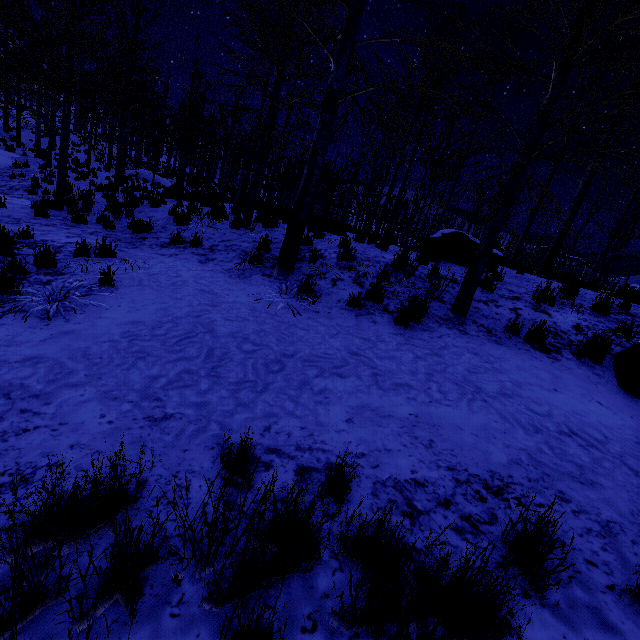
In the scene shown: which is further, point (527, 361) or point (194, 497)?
point (527, 361)

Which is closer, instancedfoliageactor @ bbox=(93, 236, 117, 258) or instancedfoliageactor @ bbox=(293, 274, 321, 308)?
instancedfoliageactor @ bbox=(293, 274, 321, 308)

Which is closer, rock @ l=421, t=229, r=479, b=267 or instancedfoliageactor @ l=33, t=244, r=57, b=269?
instancedfoliageactor @ l=33, t=244, r=57, b=269

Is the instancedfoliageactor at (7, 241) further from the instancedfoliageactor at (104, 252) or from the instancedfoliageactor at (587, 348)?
the instancedfoliageactor at (587, 348)

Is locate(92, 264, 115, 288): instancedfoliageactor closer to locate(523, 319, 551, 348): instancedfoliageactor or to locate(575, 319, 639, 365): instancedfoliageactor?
locate(523, 319, 551, 348): instancedfoliageactor

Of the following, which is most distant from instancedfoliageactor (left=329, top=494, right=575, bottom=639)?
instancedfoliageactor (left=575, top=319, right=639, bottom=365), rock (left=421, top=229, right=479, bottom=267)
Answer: rock (left=421, top=229, right=479, bottom=267)

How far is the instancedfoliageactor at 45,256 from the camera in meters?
4.7 m

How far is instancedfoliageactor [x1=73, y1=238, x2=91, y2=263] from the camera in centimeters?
535cm
